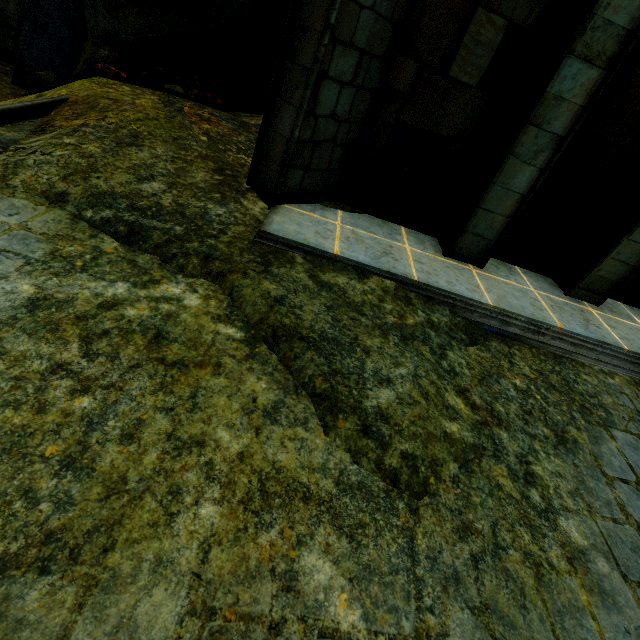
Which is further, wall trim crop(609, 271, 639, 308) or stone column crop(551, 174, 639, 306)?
wall trim crop(609, 271, 639, 308)

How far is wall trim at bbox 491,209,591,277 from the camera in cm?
523

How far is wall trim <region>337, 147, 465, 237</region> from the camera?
4.88m

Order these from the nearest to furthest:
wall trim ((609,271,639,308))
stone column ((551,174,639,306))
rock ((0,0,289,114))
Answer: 1. stone column ((551,174,639,306))
2. wall trim ((609,271,639,308))
3. rock ((0,0,289,114))

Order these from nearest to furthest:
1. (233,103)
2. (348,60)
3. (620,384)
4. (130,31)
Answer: (348,60), (620,384), (130,31), (233,103)

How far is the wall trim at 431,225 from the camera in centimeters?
488cm

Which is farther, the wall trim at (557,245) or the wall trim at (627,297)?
the wall trim at (627,297)

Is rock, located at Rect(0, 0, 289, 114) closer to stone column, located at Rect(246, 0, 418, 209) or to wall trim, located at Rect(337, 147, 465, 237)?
stone column, located at Rect(246, 0, 418, 209)
